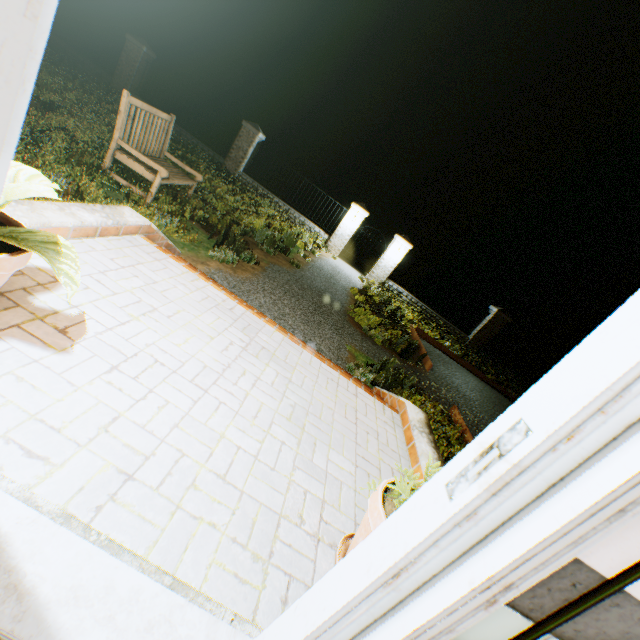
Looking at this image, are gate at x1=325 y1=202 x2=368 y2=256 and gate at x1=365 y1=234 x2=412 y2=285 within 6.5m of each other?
yes

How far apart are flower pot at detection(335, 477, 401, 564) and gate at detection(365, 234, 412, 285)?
13.3m

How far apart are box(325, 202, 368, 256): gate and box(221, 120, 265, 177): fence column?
4.7 meters

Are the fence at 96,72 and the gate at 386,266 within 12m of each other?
no

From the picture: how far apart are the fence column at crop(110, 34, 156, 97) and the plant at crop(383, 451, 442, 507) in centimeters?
1776cm

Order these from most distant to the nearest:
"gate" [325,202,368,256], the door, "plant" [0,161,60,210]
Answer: "gate" [325,202,368,256] < "plant" [0,161,60,210] < the door

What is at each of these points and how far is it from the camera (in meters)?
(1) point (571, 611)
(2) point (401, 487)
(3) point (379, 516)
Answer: (1) light switch, 0.60
(2) plant, 1.37
(3) flower pot, 1.38

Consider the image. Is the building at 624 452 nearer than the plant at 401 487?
Yes
